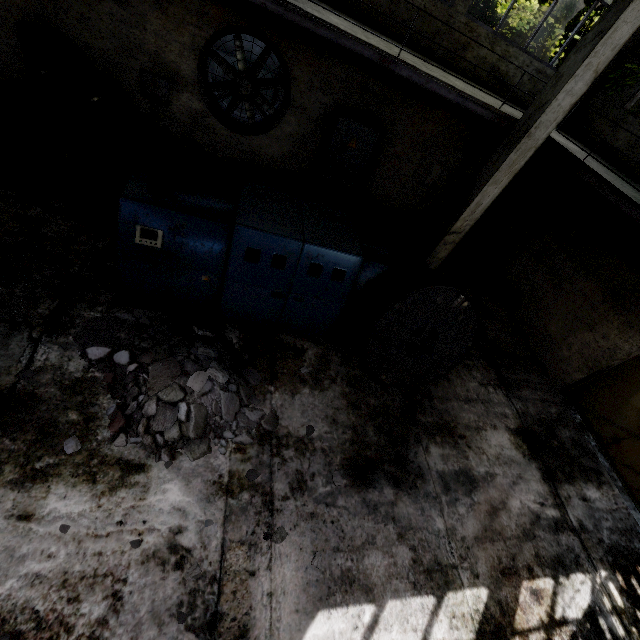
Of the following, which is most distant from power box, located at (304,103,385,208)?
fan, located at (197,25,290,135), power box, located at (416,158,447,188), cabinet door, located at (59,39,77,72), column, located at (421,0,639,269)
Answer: cabinet door, located at (59,39,77,72)

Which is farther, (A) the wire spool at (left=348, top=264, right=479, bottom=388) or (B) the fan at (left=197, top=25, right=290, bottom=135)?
(B) the fan at (left=197, top=25, right=290, bottom=135)

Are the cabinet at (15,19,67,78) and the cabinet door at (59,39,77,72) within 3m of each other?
yes

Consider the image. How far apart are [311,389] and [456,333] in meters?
2.7

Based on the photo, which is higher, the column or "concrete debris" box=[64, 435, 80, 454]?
the column

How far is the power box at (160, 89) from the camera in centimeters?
742cm

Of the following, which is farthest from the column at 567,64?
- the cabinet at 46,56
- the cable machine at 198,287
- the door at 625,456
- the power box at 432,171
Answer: the cabinet at 46,56

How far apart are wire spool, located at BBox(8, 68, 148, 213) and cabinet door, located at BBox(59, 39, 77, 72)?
1.1 meters
